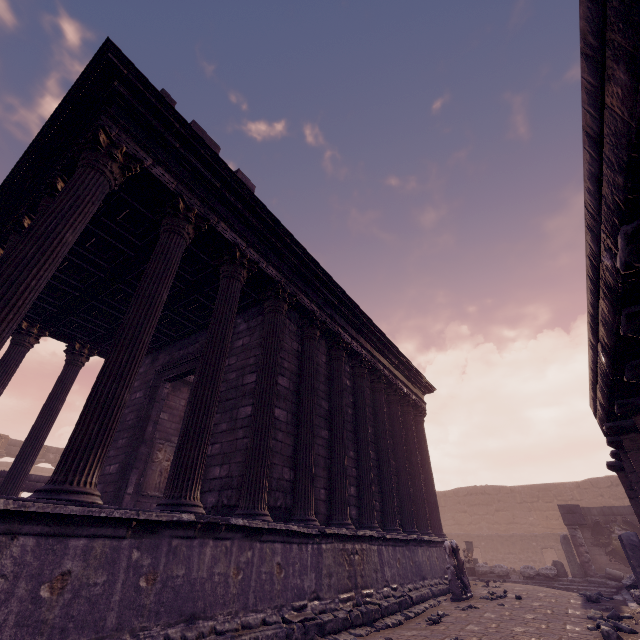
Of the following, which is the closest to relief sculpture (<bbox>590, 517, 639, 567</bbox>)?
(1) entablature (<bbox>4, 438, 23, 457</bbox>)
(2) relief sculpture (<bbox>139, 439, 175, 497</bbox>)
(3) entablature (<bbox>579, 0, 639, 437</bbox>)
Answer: (3) entablature (<bbox>579, 0, 639, 437</bbox>)

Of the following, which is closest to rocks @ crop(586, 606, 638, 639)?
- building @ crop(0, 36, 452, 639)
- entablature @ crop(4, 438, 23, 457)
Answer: building @ crop(0, 36, 452, 639)

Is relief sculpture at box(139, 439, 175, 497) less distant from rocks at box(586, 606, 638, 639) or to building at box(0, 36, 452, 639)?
building at box(0, 36, 452, 639)

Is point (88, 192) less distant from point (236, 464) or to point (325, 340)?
point (236, 464)

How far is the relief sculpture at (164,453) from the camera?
10.3 meters

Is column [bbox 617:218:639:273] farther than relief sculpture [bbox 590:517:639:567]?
No

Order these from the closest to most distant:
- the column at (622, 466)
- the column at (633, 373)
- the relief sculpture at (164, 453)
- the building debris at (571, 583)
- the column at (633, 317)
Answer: the column at (633, 317)
the column at (633, 373)
the column at (622, 466)
the building debris at (571, 583)
the relief sculpture at (164, 453)

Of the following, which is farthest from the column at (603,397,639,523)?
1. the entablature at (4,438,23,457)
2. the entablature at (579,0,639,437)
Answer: the entablature at (4,438,23,457)
